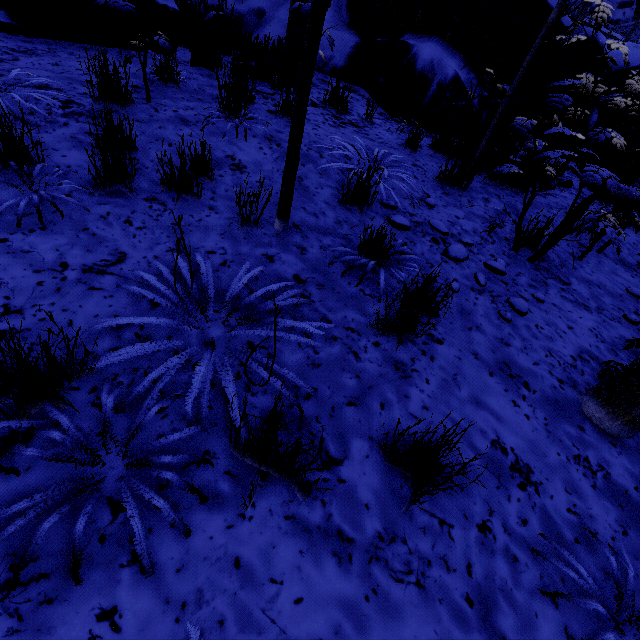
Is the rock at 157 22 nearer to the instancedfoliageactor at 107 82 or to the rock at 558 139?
the instancedfoliageactor at 107 82

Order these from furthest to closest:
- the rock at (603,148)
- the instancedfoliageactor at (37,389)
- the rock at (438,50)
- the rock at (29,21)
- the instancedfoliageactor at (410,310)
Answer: the rock at (603,148) → the rock at (438,50) → the rock at (29,21) → the instancedfoliageactor at (410,310) → the instancedfoliageactor at (37,389)

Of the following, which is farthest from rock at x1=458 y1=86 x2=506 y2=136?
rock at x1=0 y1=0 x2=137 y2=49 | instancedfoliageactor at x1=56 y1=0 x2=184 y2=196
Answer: rock at x1=0 y1=0 x2=137 y2=49

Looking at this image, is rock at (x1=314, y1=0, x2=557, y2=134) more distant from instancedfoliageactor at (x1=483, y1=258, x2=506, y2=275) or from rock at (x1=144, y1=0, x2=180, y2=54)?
rock at (x1=144, y1=0, x2=180, y2=54)

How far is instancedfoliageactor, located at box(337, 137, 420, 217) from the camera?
2.68m

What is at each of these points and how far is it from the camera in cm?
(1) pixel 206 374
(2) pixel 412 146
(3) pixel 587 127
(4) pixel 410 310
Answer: (1) instancedfoliageactor, 140
(2) instancedfoliageactor, 408
(3) rock, 601
(4) instancedfoliageactor, 183

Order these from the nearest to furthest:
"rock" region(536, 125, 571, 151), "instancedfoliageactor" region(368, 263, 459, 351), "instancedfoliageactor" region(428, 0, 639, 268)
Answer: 1. "instancedfoliageactor" region(368, 263, 459, 351)
2. "instancedfoliageactor" region(428, 0, 639, 268)
3. "rock" region(536, 125, 571, 151)
